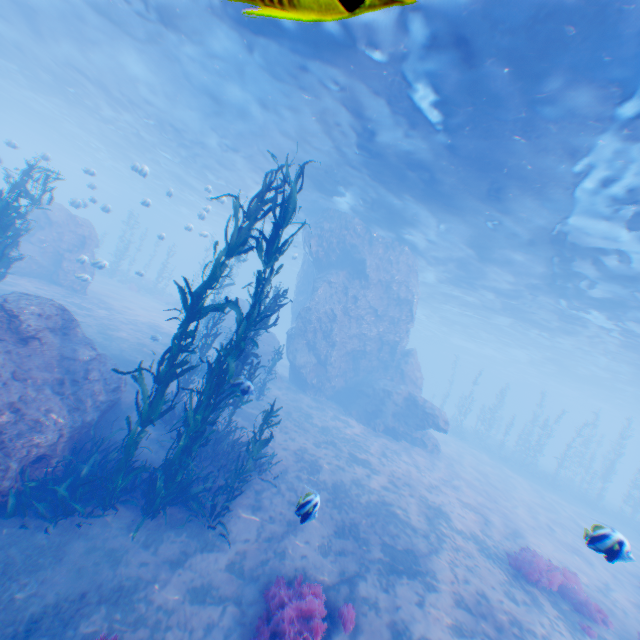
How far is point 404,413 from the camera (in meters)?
20.28

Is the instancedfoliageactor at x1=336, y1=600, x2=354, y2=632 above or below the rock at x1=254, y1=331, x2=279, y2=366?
below

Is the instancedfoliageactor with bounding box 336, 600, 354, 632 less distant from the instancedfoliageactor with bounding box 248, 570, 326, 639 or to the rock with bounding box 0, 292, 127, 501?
the instancedfoliageactor with bounding box 248, 570, 326, 639

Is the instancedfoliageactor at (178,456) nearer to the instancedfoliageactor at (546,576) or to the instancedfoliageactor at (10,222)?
the instancedfoliageactor at (10,222)

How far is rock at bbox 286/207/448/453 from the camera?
20.7m

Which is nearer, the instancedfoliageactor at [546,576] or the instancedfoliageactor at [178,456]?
the instancedfoliageactor at [178,456]

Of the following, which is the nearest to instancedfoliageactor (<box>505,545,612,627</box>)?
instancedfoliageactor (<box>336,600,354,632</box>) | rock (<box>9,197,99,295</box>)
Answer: rock (<box>9,197,99,295</box>)

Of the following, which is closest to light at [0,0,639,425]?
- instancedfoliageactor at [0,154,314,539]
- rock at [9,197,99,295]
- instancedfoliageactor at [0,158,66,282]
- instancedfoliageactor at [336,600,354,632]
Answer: rock at [9,197,99,295]
